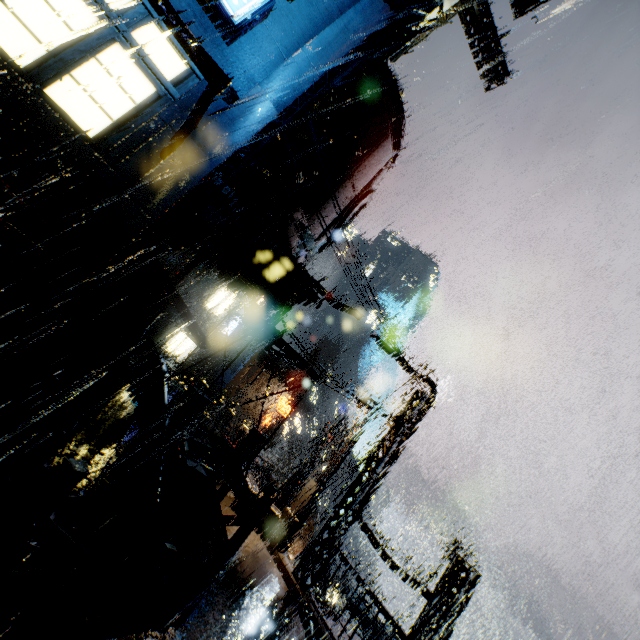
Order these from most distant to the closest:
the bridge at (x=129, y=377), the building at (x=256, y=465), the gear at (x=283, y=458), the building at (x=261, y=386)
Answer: the gear at (x=283, y=458) → the building at (x=261, y=386) → the building at (x=256, y=465) → the bridge at (x=129, y=377)

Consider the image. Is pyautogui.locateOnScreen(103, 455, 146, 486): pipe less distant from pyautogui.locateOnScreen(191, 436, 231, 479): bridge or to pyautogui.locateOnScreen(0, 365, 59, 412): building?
pyautogui.locateOnScreen(0, 365, 59, 412): building

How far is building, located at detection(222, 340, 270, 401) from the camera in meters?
41.2 m

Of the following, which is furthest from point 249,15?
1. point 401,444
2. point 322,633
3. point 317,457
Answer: point 317,457

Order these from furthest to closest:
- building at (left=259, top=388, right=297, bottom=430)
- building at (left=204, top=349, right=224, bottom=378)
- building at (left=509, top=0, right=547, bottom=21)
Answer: building at (left=204, top=349, right=224, bottom=378) → building at (left=259, top=388, right=297, bottom=430) → building at (left=509, top=0, right=547, bottom=21)

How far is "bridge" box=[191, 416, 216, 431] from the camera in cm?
1610

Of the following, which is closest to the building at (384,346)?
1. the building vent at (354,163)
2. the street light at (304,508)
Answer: the building vent at (354,163)
